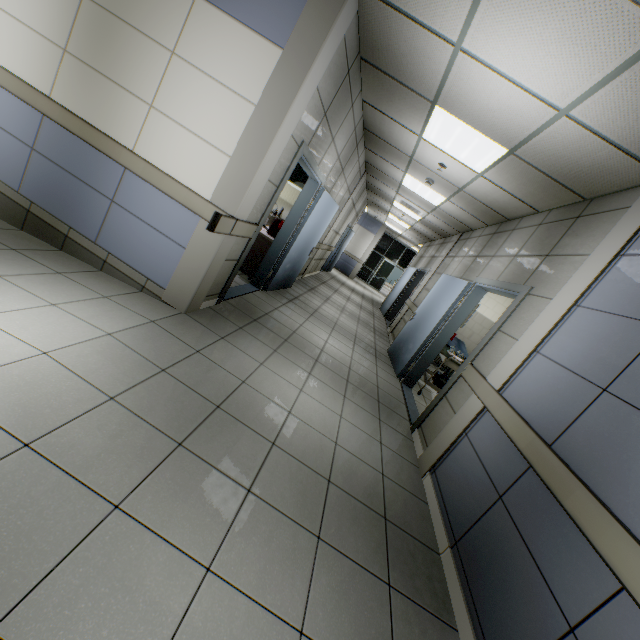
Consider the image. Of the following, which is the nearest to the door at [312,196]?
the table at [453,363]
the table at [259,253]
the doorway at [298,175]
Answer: the table at [259,253]

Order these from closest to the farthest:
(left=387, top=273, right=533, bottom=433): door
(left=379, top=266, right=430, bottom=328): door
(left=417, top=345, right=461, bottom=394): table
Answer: (left=387, top=273, right=533, bottom=433): door < (left=417, top=345, right=461, bottom=394): table < (left=379, top=266, right=430, bottom=328): door

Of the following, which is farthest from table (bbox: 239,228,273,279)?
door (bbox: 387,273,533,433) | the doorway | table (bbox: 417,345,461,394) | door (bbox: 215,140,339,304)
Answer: table (bbox: 417,345,461,394)

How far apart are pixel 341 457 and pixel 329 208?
4.7 meters

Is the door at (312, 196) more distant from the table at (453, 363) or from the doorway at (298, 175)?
the table at (453, 363)

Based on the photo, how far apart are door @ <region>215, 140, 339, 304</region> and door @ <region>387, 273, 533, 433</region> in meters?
2.5

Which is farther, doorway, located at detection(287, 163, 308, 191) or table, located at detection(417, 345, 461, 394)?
doorway, located at detection(287, 163, 308, 191)
